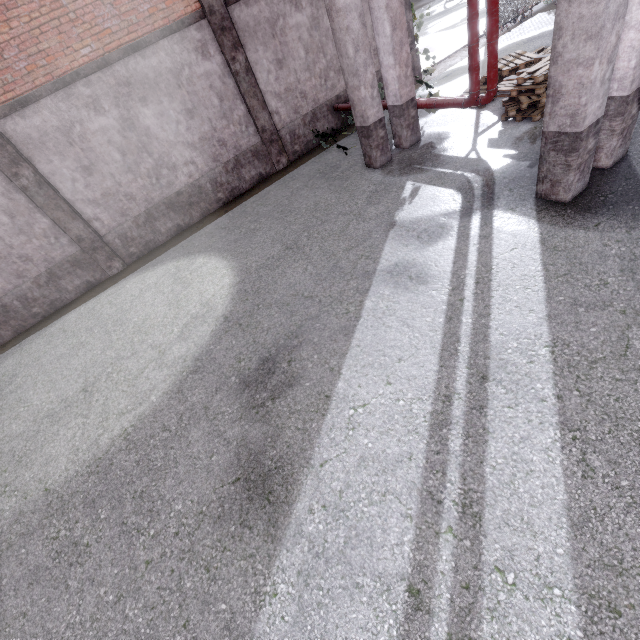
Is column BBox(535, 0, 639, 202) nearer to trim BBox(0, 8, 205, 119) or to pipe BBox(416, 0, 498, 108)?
pipe BBox(416, 0, 498, 108)

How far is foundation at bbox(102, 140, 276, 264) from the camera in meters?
9.1 m

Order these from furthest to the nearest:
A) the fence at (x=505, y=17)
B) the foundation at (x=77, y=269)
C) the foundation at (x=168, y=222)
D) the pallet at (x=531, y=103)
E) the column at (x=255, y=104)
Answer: the fence at (x=505, y=17) < the foundation at (x=168, y=222) < the foundation at (x=77, y=269) < the column at (x=255, y=104) < the pallet at (x=531, y=103)

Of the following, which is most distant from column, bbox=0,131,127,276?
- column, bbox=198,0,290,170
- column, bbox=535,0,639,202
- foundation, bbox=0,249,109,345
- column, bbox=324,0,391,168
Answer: column, bbox=535,0,639,202

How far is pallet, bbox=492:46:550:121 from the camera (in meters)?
6.52

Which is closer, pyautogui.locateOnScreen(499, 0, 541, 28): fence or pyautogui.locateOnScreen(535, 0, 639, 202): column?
pyautogui.locateOnScreen(535, 0, 639, 202): column

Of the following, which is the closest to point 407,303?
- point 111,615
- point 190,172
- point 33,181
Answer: point 111,615

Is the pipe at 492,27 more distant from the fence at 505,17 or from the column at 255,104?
the column at 255,104
